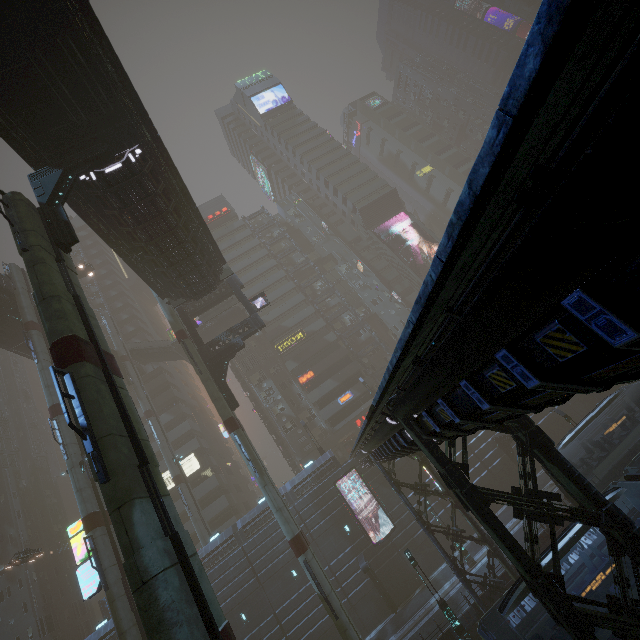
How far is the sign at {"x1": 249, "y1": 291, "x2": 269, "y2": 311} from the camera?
30.0m

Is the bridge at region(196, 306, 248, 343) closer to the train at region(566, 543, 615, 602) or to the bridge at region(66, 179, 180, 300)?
the bridge at region(66, 179, 180, 300)

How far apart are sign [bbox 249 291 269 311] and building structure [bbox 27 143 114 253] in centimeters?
1633cm

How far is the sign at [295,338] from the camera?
49.8 meters

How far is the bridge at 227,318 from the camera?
47.41m

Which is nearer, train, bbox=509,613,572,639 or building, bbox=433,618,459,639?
train, bbox=509,613,572,639

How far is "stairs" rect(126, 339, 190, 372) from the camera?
46.2 meters

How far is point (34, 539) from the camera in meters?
46.9 m
